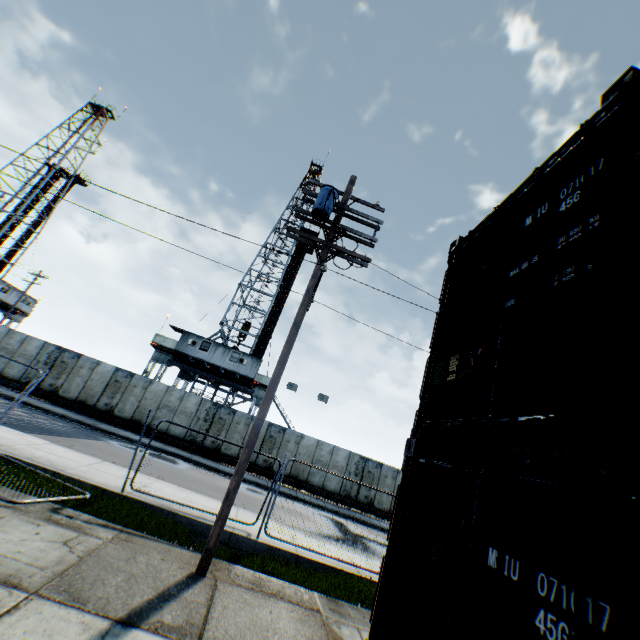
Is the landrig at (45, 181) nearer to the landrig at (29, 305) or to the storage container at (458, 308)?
the landrig at (29, 305)

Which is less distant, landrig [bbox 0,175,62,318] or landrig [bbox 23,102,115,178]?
landrig [bbox 0,175,62,318]

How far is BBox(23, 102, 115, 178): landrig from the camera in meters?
40.3 m

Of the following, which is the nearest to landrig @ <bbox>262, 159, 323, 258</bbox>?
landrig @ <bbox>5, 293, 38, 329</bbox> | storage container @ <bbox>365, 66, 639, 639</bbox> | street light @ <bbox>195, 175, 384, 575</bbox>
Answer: landrig @ <bbox>5, 293, 38, 329</bbox>

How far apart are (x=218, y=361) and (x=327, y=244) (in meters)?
20.94

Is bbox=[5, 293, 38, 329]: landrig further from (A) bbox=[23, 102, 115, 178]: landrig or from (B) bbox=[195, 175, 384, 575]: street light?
(B) bbox=[195, 175, 384, 575]: street light

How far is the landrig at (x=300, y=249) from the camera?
36.62m

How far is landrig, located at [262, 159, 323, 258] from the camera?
36.6m
